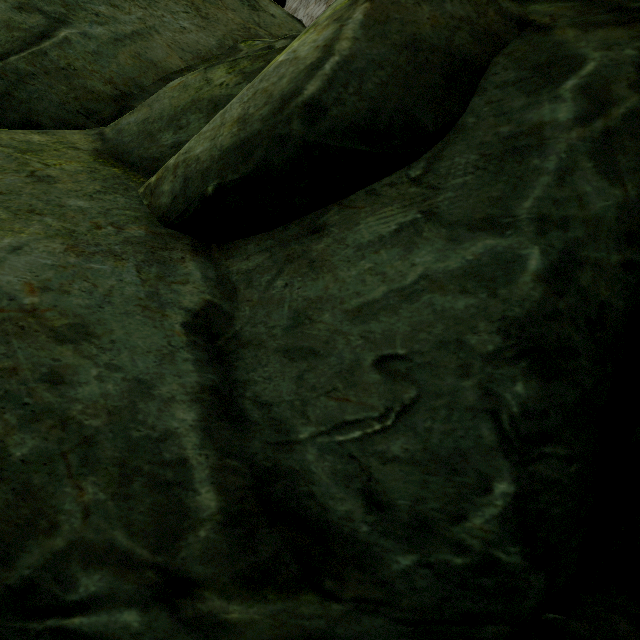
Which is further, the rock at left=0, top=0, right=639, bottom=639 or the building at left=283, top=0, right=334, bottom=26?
the building at left=283, top=0, right=334, bottom=26

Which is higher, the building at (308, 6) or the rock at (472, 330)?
the building at (308, 6)

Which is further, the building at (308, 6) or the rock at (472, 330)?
the building at (308, 6)

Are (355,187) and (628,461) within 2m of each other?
yes

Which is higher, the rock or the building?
the building
